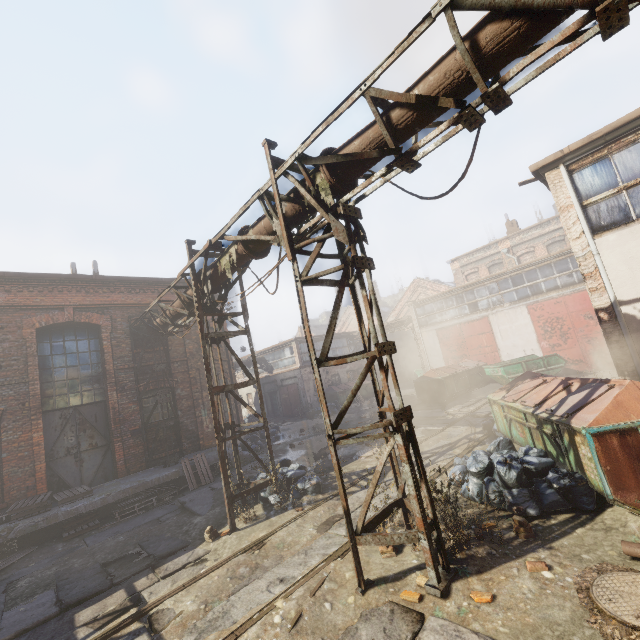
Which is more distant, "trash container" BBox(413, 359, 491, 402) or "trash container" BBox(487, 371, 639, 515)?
"trash container" BBox(413, 359, 491, 402)

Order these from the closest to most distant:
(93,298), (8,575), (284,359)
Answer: (8,575), (93,298), (284,359)

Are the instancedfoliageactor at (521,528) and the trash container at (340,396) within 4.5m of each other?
no

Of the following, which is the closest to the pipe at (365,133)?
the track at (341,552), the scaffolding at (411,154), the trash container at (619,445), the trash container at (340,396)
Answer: the scaffolding at (411,154)

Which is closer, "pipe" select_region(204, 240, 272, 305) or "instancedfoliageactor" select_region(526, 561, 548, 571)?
"instancedfoliageactor" select_region(526, 561, 548, 571)

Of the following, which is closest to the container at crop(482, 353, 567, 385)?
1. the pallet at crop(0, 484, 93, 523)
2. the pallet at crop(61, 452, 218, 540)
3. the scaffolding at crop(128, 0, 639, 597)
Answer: the scaffolding at crop(128, 0, 639, 597)

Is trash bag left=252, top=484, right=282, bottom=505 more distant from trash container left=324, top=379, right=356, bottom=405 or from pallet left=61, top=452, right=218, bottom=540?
trash container left=324, top=379, right=356, bottom=405

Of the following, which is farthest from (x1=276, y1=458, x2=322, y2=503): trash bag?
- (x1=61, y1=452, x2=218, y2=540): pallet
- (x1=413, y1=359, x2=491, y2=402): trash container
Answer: (x1=413, y1=359, x2=491, y2=402): trash container
